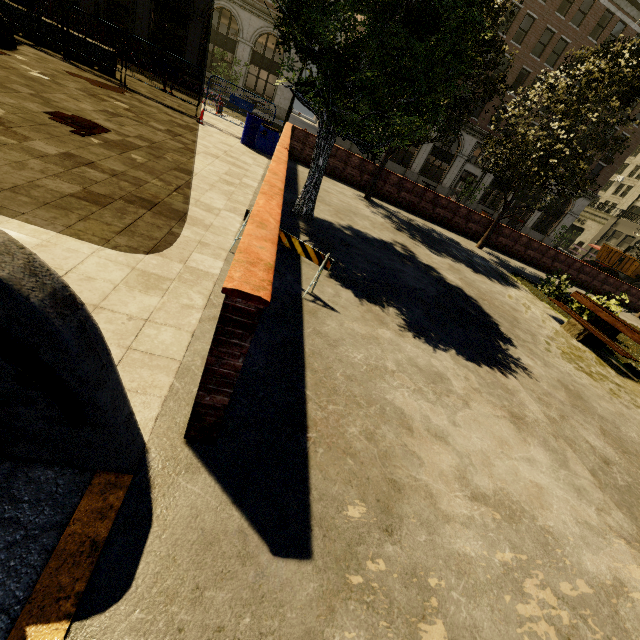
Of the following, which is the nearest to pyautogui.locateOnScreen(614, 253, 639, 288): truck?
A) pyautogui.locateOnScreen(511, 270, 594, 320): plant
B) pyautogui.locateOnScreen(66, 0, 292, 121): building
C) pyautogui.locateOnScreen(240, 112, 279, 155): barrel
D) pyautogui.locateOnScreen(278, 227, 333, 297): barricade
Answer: pyautogui.locateOnScreen(66, 0, 292, 121): building

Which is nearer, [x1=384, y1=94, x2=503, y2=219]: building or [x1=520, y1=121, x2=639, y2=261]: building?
[x1=384, y1=94, x2=503, y2=219]: building

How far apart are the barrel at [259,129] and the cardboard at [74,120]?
5.9m

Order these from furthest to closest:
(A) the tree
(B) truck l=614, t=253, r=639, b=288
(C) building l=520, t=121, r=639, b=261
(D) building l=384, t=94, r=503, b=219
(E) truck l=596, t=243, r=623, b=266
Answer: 1. (E) truck l=596, t=243, r=623, b=266
2. (B) truck l=614, t=253, r=639, b=288
3. (C) building l=520, t=121, r=639, b=261
4. (D) building l=384, t=94, r=503, b=219
5. (A) the tree

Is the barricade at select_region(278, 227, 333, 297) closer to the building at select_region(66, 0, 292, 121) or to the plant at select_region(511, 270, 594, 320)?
the plant at select_region(511, 270, 594, 320)

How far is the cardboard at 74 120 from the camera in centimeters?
608cm

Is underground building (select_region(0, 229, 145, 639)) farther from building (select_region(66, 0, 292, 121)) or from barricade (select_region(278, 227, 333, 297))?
building (select_region(66, 0, 292, 121))

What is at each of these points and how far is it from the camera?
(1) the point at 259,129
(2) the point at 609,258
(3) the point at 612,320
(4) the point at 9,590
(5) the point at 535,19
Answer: (1) barrel, 11.8 meters
(2) truck, 38.8 meters
(3) bench, 8.4 meters
(4) underground building, 1.4 meters
(5) building, 27.6 meters
